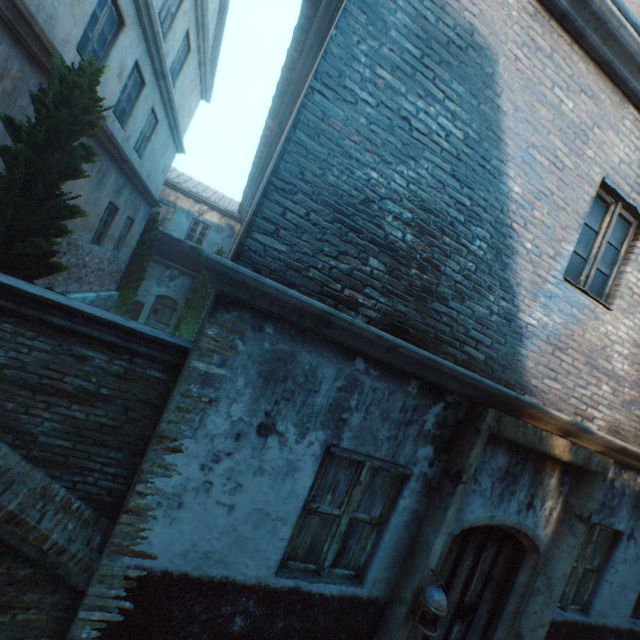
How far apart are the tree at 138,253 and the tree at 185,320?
3.0 meters

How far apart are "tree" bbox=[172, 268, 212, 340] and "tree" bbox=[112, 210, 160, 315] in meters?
3.0 m

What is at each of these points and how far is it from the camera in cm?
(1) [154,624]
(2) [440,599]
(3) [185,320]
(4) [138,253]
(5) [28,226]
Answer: (1) building, 271
(2) lantern, 305
(3) tree, 1692
(4) tree, 1359
(5) tree, 409

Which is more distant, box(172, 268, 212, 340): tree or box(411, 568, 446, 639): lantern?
box(172, 268, 212, 340): tree

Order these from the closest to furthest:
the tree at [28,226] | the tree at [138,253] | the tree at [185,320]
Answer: the tree at [28,226], the tree at [138,253], the tree at [185,320]

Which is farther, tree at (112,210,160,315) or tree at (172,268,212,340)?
tree at (172,268,212,340)

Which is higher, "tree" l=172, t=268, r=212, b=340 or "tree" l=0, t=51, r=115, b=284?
"tree" l=0, t=51, r=115, b=284

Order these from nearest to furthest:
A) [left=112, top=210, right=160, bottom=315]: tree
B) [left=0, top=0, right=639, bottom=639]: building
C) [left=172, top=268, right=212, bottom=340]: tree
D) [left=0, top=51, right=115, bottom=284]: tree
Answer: [left=0, top=0, right=639, bottom=639]: building, [left=0, top=51, right=115, bottom=284]: tree, [left=112, top=210, right=160, bottom=315]: tree, [left=172, top=268, right=212, bottom=340]: tree
